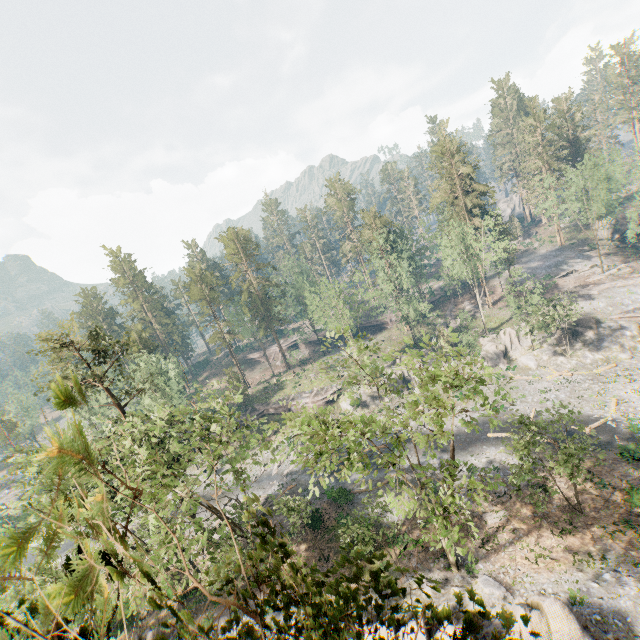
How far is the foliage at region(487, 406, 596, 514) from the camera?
20.5m

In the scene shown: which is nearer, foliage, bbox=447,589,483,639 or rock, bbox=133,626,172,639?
foliage, bbox=447,589,483,639

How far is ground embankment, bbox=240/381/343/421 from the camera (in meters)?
53.06

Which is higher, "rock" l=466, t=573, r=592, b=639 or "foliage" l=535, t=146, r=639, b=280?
"foliage" l=535, t=146, r=639, b=280

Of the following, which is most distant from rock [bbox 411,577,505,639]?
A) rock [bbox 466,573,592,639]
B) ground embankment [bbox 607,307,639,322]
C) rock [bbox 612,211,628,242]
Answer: rock [bbox 612,211,628,242]

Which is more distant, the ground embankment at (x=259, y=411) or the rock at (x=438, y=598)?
the ground embankment at (x=259, y=411)

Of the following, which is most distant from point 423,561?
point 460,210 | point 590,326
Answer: point 460,210

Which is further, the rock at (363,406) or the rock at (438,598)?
the rock at (363,406)
